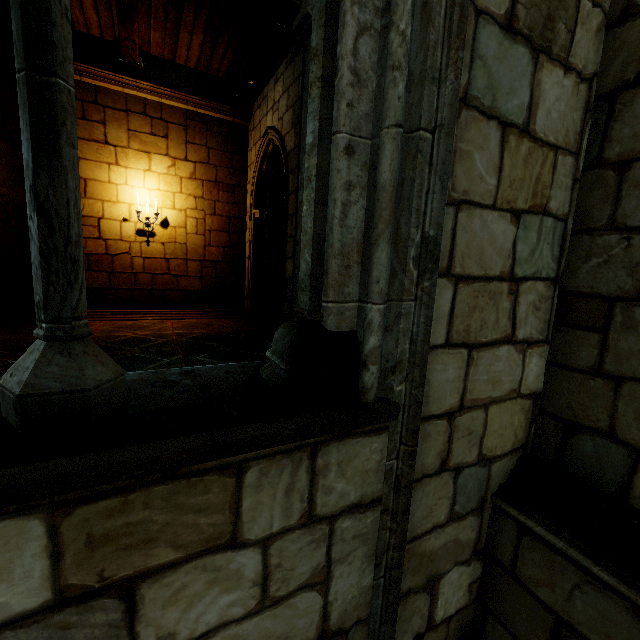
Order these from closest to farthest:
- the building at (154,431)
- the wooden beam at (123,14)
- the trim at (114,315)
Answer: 1. the building at (154,431)
2. the wooden beam at (123,14)
3. the trim at (114,315)

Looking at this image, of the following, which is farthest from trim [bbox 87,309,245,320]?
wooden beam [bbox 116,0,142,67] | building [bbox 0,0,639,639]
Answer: wooden beam [bbox 116,0,142,67]

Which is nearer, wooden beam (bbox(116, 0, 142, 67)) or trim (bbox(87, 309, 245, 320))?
wooden beam (bbox(116, 0, 142, 67))

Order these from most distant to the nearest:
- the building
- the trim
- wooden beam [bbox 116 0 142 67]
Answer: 1. the trim
2. wooden beam [bbox 116 0 142 67]
3. the building

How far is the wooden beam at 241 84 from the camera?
5.1 meters

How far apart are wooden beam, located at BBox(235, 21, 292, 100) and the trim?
4.71m

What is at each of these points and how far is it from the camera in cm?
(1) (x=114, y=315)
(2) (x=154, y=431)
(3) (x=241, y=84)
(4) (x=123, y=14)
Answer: (1) trim, 675
(2) building, 106
(3) wooden beam, 674
(4) wooden beam, 483

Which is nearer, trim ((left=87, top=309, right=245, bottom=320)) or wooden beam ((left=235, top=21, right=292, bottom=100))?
wooden beam ((left=235, top=21, right=292, bottom=100))
